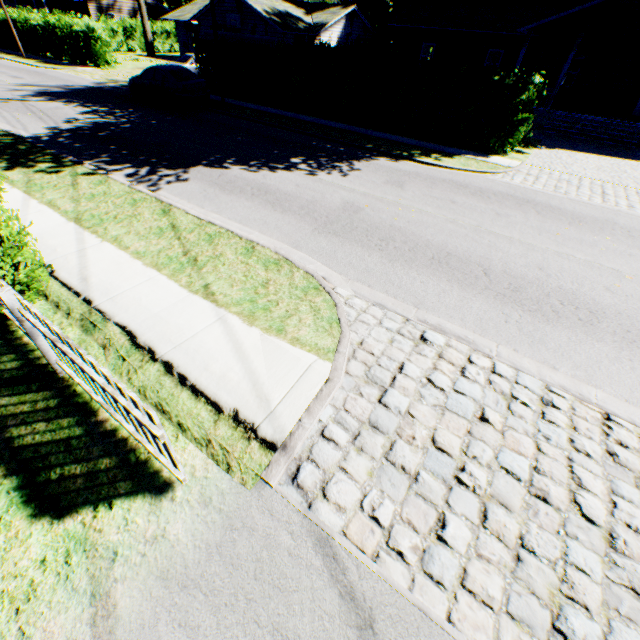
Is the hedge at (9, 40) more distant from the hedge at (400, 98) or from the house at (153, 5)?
the hedge at (400, 98)

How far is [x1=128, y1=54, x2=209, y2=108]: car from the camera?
16.22m

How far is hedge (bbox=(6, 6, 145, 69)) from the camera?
25.1m

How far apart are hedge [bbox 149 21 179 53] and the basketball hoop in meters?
20.9

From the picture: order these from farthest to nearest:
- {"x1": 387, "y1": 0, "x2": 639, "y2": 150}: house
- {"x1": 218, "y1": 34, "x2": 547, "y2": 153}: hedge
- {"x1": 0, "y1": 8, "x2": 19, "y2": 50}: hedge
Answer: {"x1": 0, "y1": 8, "x2": 19, "y2": 50}: hedge, {"x1": 387, "y1": 0, "x2": 639, "y2": 150}: house, {"x1": 218, "y1": 34, "x2": 547, "y2": 153}: hedge

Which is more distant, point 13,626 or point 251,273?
point 251,273

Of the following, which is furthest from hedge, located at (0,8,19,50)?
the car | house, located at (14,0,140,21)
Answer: the car

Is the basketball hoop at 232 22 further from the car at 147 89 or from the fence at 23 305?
the fence at 23 305
